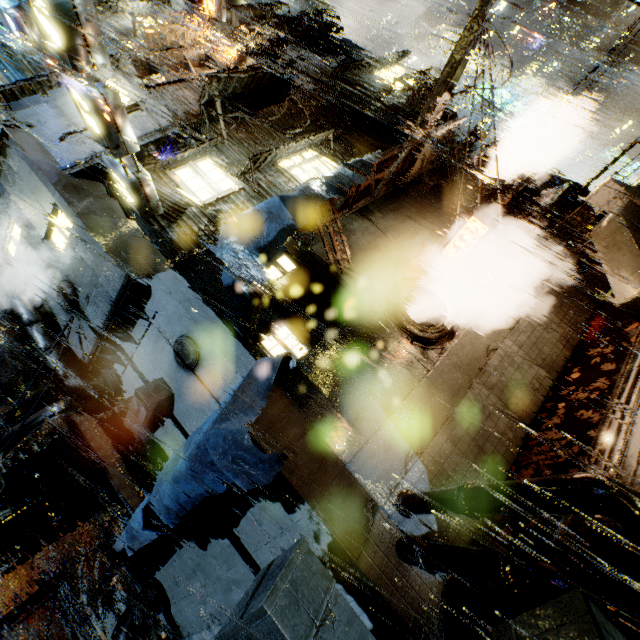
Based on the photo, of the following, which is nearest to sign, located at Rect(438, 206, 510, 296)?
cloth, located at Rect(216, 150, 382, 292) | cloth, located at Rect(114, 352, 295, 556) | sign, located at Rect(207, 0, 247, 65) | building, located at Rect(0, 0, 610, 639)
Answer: building, located at Rect(0, 0, 610, 639)

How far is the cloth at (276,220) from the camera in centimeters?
680cm

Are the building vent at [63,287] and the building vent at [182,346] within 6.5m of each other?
yes

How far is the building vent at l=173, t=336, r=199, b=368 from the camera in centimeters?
865cm

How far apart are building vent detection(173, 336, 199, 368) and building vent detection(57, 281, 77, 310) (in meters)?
3.68

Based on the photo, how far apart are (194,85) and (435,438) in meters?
15.9

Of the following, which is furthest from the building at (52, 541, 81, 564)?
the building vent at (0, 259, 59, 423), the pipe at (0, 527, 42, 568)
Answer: the pipe at (0, 527, 42, 568)

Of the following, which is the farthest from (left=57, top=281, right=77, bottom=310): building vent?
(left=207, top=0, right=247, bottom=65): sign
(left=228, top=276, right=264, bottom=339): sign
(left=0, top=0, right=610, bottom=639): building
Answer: (left=207, top=0, right=247, bottom=65): sign
